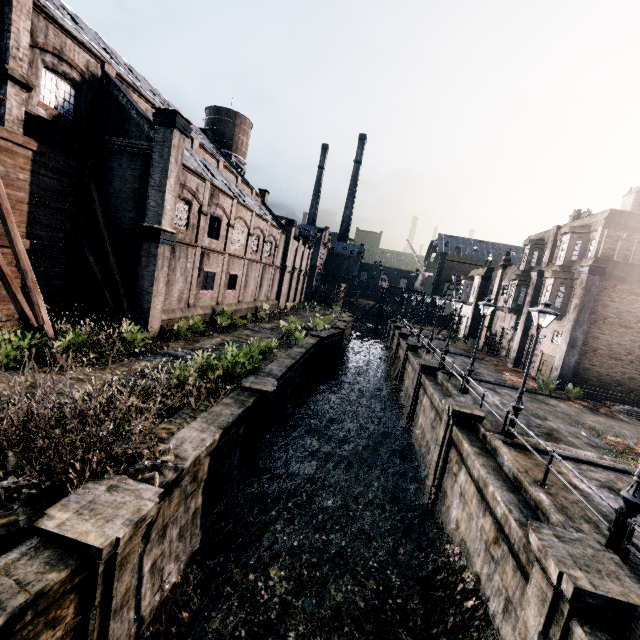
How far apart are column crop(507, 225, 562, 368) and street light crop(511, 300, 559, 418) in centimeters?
2084cm

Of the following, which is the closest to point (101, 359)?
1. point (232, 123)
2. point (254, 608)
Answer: point (254, 608)

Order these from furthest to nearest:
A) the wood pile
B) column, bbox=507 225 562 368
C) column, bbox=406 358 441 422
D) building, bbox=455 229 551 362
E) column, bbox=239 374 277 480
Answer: building, bbox=455 229 551 362
column, bbox=507 225 562 368
column, bbox=406 358 441 422
the wood pile
column, bbox=239 374 277 480

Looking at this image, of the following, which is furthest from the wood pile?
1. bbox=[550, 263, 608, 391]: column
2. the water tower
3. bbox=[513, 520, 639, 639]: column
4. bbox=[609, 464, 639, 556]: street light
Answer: the water tower

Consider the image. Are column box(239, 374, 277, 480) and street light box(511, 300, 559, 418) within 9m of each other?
no

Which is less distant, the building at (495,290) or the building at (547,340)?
the building at (547,340)

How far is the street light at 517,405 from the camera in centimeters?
1231cm

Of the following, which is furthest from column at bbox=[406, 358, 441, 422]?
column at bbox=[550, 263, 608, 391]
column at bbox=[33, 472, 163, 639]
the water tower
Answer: the water tower
